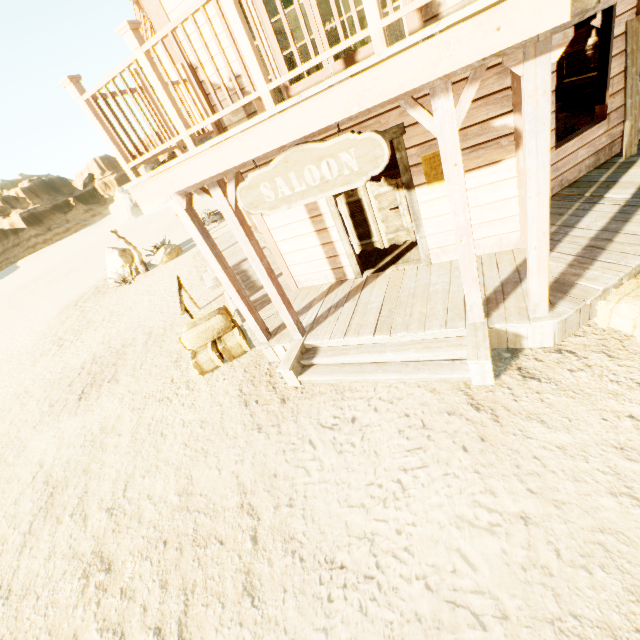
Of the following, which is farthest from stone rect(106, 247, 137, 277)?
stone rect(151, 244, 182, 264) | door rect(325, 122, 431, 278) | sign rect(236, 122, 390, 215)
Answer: sign rect(236, 122, 390, 215)

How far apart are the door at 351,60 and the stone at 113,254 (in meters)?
14.44

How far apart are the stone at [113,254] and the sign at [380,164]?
15.0 meters

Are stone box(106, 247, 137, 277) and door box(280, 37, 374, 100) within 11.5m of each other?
no

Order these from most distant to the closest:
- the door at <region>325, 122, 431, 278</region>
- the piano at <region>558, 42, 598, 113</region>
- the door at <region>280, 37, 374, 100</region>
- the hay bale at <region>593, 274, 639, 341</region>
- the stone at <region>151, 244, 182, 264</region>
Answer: the stone at <region>151, 244, 182, 264</region> < the piano at <region>558, 42, 598, 113</region> < the door at <region>325, 122, 431, 278</region> < the door at <region>280, 37, 374, 100</region> < the hay bale at <region>593, 274, 639, 341</region>

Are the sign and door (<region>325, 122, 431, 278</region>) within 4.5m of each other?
yes

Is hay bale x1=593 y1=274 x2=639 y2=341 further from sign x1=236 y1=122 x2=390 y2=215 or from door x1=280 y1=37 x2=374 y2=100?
door x1=280 y1=37 x2=374 y2=100

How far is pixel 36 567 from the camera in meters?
4.3 m
